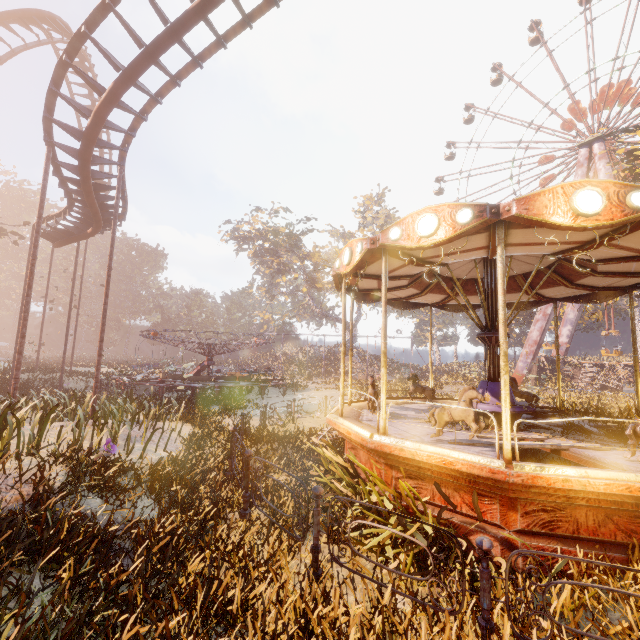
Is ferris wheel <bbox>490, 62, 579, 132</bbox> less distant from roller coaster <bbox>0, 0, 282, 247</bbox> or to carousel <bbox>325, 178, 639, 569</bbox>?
carousel <bbox>325, 178, 639, 569</bbox>

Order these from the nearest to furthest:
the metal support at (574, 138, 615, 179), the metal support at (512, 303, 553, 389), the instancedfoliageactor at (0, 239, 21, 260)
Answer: the metal support at (574, 138, 615, 179) < the metal support at (512, 303, 553, 389) < the instancedfoliageactor at (0, 239, 21, 260)

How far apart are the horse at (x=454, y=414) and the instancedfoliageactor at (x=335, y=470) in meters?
1.1

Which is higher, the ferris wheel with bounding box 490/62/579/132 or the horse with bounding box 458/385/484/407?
the ferris wheel with bounding box 490/62/579/132

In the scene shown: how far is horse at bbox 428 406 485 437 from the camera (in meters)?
5.32

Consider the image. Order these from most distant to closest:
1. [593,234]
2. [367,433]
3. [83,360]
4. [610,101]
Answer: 1. [83,360]
2. [610,101]
3. [367,433]
4. [593,234]

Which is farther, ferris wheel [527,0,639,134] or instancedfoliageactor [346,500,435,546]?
ferris wheel [527,0,639,134]
